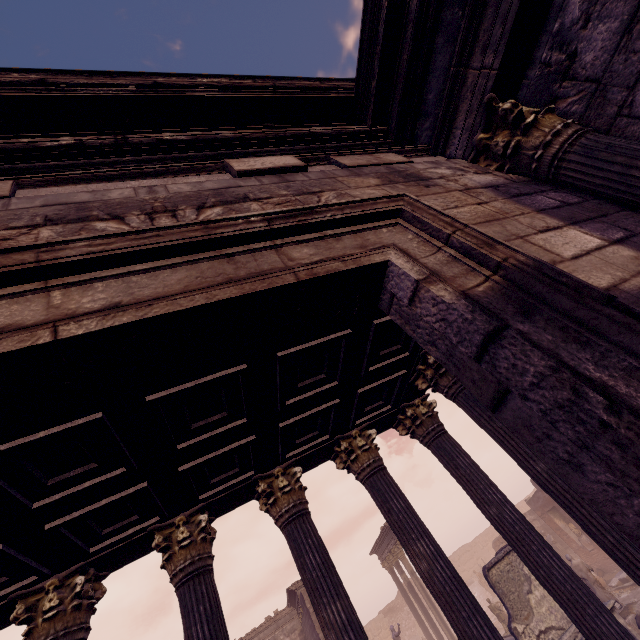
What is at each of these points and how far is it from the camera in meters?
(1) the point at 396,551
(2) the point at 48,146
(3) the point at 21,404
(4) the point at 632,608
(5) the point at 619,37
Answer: (1) column, 20.5 m
(2) entablature, 2.2 m
(3) building, 1.0 m
(4) building debris, 10.8 m
(5) building, 2.2 m

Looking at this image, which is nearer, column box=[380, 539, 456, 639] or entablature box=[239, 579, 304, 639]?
entablature box=[239, 579, 304, 639]

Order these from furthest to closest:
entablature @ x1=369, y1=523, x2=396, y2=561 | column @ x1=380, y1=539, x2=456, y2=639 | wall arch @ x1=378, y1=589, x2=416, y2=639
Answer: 1. wall arch @ x1=378, y1=589, x2=416, y2=639
2. entablature @ x1=369, y1=523, x2=396, y2=561
3. column @ x1=380, y1=539, x2=456, y2=639

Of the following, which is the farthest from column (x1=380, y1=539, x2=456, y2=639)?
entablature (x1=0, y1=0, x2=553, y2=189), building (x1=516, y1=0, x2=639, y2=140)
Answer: entablature (x1=0, y1=0, x2=553, y2=189)

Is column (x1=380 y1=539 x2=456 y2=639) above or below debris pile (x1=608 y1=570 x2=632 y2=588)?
above

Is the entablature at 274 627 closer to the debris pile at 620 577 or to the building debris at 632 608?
the building debris at 632 608

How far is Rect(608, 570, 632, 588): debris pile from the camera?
14.9 meters

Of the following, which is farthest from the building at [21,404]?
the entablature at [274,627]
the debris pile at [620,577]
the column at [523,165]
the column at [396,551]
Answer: the column at [396,551]
